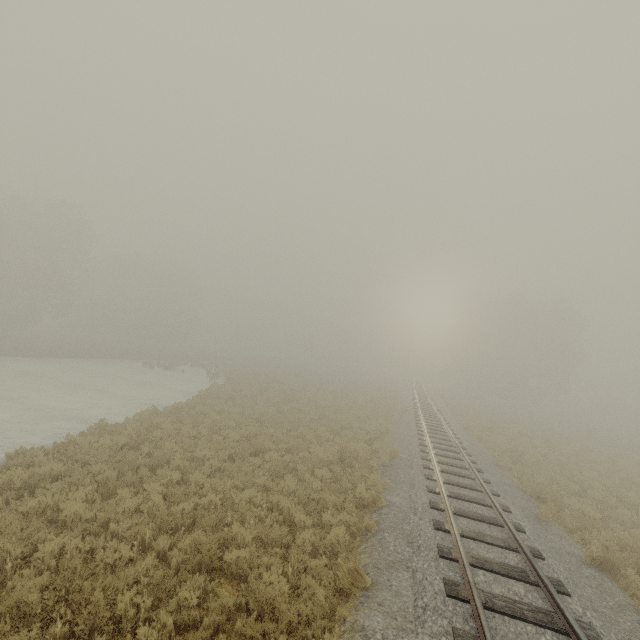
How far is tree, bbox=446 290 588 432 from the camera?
44.7m

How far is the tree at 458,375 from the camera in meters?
44.7

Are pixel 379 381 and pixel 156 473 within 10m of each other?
no
